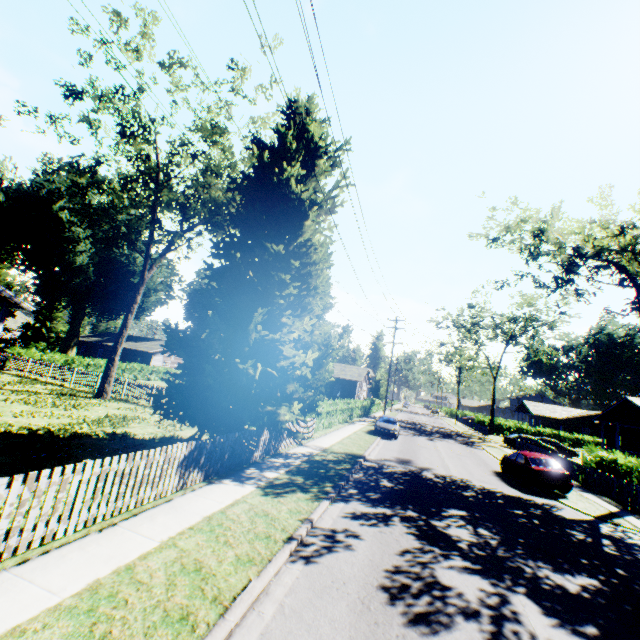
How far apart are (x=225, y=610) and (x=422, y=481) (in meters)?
11.51

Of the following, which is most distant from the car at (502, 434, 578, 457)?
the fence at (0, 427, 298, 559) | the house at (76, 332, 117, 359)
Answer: the house at (76, 332, 117, 359)

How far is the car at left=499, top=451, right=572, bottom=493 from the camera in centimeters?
1548cm

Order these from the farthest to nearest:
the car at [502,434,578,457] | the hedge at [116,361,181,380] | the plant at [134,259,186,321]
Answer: the plant at [134,259,186,321], the hedge at [116,361,181,380], the car at [502,434,578,457]

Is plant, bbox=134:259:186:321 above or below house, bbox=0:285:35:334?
above

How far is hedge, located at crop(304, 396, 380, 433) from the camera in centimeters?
2186cm

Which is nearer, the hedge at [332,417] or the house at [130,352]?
the hedge at [332,417]

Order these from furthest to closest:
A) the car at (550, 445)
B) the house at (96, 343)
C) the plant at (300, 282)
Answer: the house at (96, 343) < the car at (550, 445) < the plant at (300, 282)
